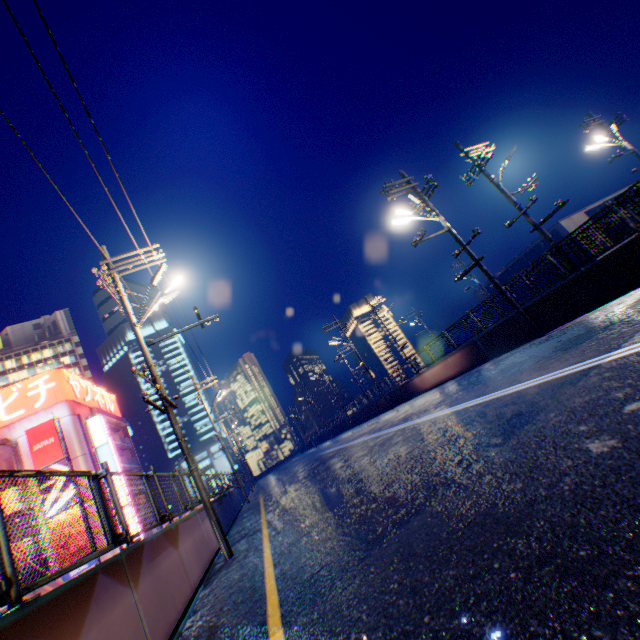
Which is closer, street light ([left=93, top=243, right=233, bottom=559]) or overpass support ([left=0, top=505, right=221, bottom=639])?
overpass support ([left=0, top=505, right=221, bottom=639])

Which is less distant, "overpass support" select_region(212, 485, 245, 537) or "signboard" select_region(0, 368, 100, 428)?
"overpass support" select_region(212, 485, 245, 537)

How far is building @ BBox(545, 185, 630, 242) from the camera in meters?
35.5 m

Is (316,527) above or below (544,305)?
below

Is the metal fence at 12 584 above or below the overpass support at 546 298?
above

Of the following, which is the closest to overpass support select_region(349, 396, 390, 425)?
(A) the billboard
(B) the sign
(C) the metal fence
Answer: (C) the metal fence

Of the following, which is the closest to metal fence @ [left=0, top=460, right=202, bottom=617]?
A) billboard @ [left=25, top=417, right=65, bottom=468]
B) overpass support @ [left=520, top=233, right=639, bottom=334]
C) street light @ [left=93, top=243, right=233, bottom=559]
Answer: overpass support @ [left=520, top=233, right=639, bottom=334]

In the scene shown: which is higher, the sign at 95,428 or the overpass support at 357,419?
the sign at 95,428
